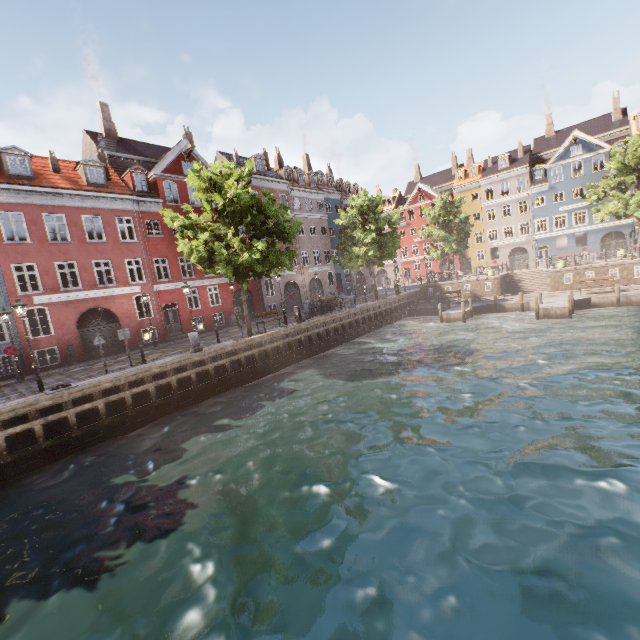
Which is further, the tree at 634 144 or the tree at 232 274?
the tree at 634 144

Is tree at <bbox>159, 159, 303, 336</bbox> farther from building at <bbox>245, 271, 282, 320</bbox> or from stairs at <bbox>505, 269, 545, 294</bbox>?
stairs at <bbox>505, 269, 545, 294</bbox>

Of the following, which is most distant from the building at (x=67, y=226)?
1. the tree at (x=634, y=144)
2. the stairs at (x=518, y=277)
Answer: the stairs at (x=518, y=277)

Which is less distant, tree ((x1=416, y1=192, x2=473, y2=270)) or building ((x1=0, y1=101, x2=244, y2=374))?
building ((x1=0, y1=101, x2=244, y2=374))

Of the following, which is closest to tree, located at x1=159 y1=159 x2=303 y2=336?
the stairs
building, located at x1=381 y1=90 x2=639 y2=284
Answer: building, located at x1=381 y1=90 x2=639 y2=284

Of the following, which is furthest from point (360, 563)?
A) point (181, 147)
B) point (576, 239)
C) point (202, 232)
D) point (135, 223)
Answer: point (576, 239)
